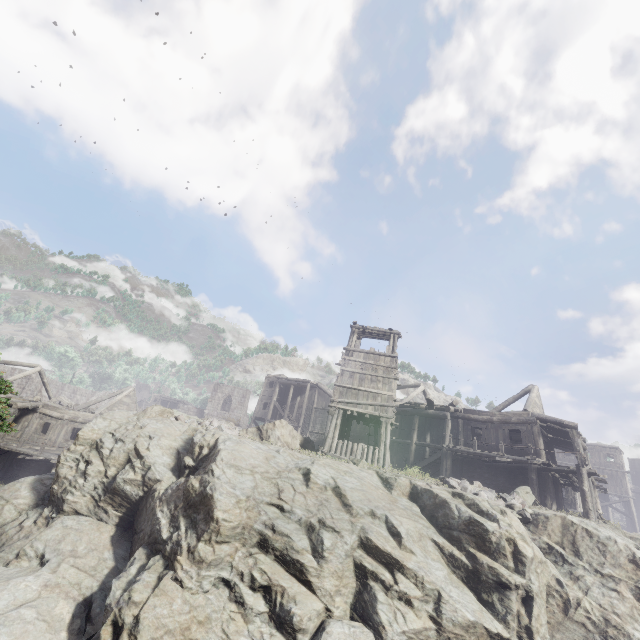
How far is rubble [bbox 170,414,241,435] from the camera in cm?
1499

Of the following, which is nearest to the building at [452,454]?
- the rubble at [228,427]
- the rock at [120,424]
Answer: the rock at [120,424]

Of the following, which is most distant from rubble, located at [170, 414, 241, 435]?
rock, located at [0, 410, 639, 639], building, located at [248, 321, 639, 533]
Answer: building, located at [248, 321, 639, 533]

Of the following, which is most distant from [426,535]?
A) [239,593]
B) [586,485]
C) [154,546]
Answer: [586,485]

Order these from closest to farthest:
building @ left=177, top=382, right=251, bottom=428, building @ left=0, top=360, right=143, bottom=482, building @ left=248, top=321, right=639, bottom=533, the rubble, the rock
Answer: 1. the rock
2. the rubble
3. building @ left=248, top=321, right=639, bottom=533
4. building @ left=0, top=360, right=143, bottom=482
5. building @ left=177, top=382, right=251, bottom=428

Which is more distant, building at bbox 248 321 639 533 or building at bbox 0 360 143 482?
building at bbox 0 360 143 482
